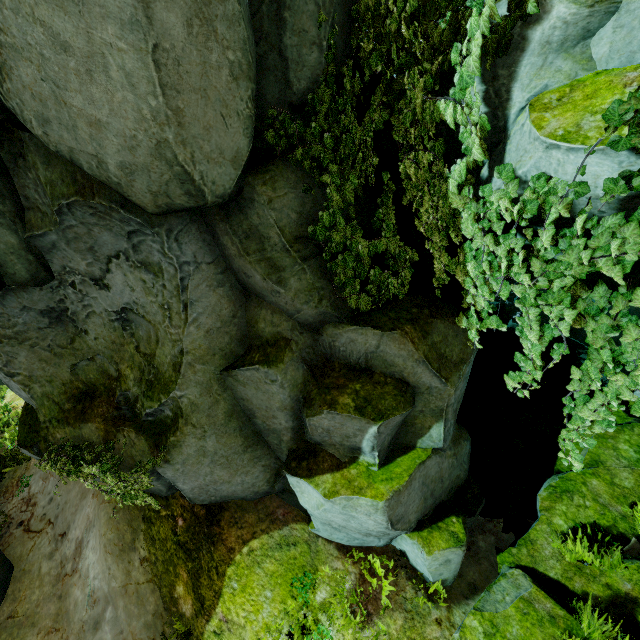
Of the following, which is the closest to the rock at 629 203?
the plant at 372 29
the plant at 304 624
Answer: the plant at 372 29

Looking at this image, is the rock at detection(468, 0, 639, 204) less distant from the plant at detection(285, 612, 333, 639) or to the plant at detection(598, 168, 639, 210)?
the plant at detection(598, 168, 639, 210)

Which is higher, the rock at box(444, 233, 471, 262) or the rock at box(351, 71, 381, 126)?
the rock at box(351, 71, 381, 126)

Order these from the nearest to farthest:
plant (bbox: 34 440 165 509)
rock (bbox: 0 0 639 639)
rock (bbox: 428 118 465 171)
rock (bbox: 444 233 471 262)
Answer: rock (bbox: 0 0 639 639)
rock (bbox: 428 118 465 171)
plant (bbox: 34 440 165 509)
rock (bbox: 444 233 471 262)

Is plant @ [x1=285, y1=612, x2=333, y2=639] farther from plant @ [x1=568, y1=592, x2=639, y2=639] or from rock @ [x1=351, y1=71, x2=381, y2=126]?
plant @ [x1=568, y1=592, x2=639, y2=639]

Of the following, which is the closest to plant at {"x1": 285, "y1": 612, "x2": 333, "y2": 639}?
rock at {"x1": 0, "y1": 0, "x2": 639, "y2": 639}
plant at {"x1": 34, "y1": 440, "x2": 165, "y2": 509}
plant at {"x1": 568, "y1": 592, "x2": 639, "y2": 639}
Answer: rock at {"x1": 0, "y1": 0, "x2": 639, "y2": 639}

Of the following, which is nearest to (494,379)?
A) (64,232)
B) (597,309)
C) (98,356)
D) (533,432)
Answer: (533,432)

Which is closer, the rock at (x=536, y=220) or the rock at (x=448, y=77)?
the rock at (x=536, y=220)
